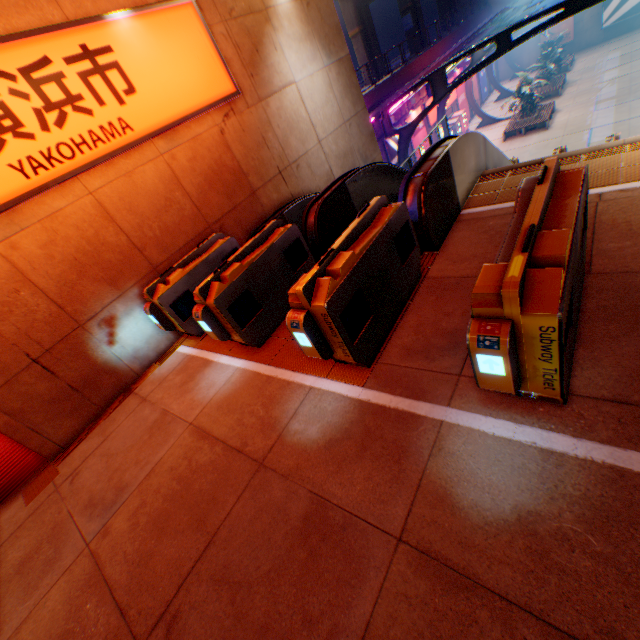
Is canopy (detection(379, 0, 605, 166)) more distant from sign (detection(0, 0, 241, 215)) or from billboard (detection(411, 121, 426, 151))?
sign (detection(0, 0, 241, 215))

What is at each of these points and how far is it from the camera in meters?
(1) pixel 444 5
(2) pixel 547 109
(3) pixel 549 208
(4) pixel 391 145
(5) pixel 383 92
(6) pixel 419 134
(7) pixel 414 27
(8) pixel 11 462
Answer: (1) overpass support, 47.9 m
(2) bench, 22.6 m
(3) ticket machine, 2.5 m
(4) billboard, 19.8 m
(5) concrete block, 19.1 m
(6) billboard, 22.6 m
(7) overpass support, 40.9 m
(8) vending machine, 4.8 m

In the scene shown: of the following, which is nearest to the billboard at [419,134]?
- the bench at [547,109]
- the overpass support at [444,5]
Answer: the bench at [547,109]

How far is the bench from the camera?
21.6m

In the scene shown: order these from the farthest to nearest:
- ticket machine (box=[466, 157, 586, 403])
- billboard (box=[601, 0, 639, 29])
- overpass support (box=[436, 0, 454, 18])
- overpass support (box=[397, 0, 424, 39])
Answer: overpass support (box=[436, 0, 454, 18])
overpass support (box=[397, 0, 424, 39])
billboard (box=[601, 0, 639, 29])
ticket machine (box=[466, 157, 586, 403])

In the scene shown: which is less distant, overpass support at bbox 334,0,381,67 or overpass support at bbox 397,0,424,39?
overpass support at bbox 334,0,381,67

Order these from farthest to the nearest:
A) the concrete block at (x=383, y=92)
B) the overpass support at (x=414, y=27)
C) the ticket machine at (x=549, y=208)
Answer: the overpass support at (x=414, y=27)
the concrete block at (x=383, y=92)
the ticket machine at (x=549, y=208)

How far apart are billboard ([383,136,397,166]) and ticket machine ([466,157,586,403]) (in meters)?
18.53
